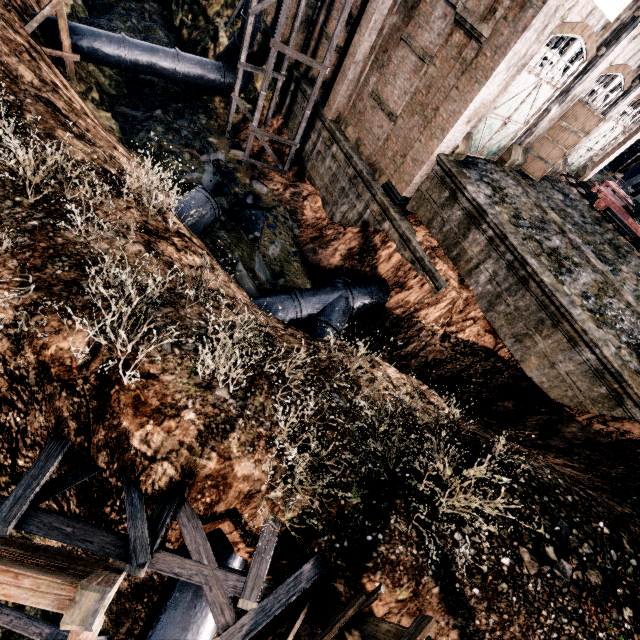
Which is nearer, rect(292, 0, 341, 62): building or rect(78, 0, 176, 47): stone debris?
rect(292, 0, 341, 62): building

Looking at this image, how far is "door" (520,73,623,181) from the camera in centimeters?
1641cm

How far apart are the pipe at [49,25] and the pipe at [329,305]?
16.57m

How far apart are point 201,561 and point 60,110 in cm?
1403

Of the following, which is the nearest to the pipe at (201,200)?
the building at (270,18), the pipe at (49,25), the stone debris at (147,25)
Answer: the stone debris at (147,25)

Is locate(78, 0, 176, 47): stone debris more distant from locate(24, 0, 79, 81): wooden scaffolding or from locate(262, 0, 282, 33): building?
locate(262, 0, 282, 33): building

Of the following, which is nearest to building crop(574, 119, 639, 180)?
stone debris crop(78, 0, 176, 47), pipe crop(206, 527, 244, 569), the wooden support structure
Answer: stone debris crop(78, 0, 176, 47)

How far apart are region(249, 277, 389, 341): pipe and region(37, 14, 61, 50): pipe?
16.6 meters
